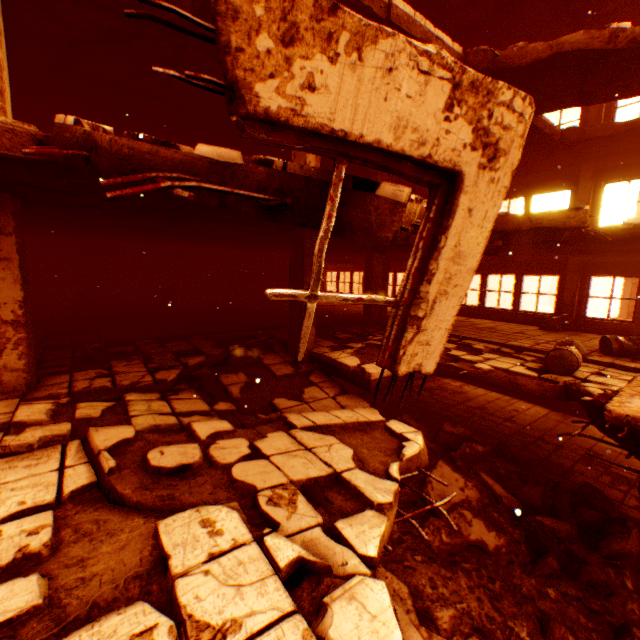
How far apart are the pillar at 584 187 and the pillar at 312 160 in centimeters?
957cm

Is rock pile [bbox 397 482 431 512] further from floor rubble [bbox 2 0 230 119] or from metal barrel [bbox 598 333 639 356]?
floor rubble [bbox 2 0 230 119]

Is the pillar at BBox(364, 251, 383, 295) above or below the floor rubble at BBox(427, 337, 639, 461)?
above

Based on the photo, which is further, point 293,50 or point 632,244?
point 632,244

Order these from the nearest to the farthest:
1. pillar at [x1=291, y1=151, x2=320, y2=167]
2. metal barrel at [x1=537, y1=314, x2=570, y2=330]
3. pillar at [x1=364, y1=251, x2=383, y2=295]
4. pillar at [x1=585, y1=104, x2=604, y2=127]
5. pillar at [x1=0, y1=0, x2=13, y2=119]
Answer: pillar at [x1=0, y1=0, x2=13, y2=119] → pillar at [x1=291, y1=151, x2=320, y2=167] → pillar at [x1=585, y1=104, x2=604, y2=127] → metal barrel at [x1=537, y1=314, x2=570, y2=330] → pillar at [x1=364, y1=251, x2=383, y2=295]

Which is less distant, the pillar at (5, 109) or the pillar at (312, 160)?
the pillar at (5, 109)

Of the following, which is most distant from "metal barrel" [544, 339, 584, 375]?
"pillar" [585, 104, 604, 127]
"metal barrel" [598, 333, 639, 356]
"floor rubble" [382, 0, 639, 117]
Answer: "pillar" [585, 104, 604, 127]

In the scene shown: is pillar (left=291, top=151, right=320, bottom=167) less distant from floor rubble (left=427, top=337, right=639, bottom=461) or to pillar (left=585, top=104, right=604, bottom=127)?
floor rubble (left=427, top=337, right=639, bottom=461)
